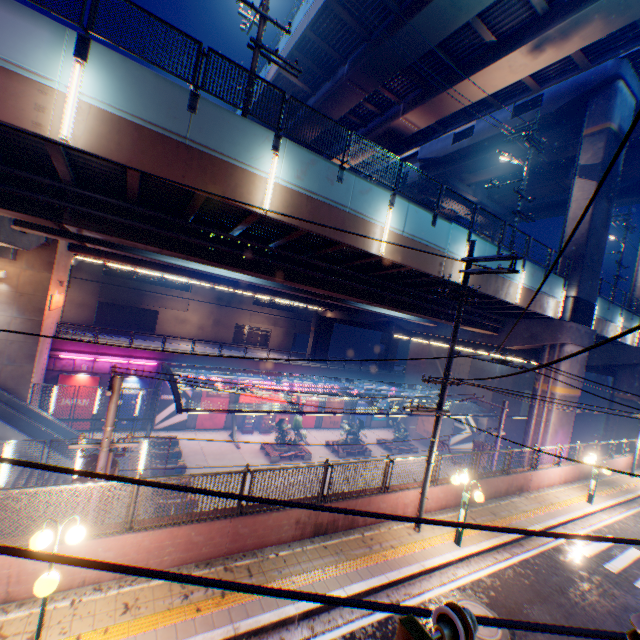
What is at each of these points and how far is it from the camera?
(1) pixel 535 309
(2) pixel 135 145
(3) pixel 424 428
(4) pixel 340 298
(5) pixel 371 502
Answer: (1) overpass support, 19.0 meters
(2) overpass support, 8.3 meters
(3) billboard, 38.3 meters
(4) overpass support, 22.6 meters
(5) concrete block, 10.5 meters

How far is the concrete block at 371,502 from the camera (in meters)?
10.04

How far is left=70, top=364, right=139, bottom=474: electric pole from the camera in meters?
8.4 m

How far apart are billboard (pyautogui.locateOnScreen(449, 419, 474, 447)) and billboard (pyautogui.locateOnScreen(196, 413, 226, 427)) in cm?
2400

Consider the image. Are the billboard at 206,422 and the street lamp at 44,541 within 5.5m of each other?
no

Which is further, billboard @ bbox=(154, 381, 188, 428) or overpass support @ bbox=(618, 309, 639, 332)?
billboard @ bbox=(154, 381, 188, 428)

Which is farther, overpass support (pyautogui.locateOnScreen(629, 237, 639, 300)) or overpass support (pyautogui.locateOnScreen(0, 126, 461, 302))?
overpass support (pyautogui.locateOnScreen(629, 237, 639, 300))

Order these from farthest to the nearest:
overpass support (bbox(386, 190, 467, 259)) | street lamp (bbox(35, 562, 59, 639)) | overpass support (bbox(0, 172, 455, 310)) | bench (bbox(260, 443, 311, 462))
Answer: bench (bbox(260, 443, 311, 462)) < overpass support (bbox(386, 190, 467, 259)) < overpass support (bbox(0, 172, 455, 310)) < street lamp (bbox(35, 562, 59, 639))
